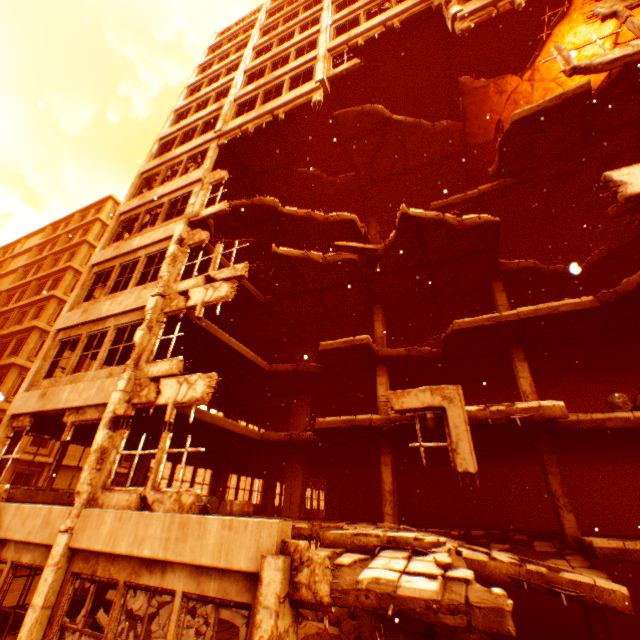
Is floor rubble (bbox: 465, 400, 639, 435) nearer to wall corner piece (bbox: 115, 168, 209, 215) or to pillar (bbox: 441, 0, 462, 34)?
wall corner piece (bbox: 115, 168, 209, 215)

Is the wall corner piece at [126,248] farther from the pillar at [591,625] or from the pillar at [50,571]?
the pillar at [591,625]

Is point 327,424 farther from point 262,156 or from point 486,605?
point 262,156

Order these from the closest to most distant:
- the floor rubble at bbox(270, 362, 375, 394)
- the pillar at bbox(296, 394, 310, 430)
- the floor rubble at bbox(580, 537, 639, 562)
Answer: Result:
1. the floor rubble at bbox(580, 537, 639, 562)
2. the floor rubble at bbox(270, 362, 375, 394)
3. the pillar at bbox(296, 394, 310, 430)

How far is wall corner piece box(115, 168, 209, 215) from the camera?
13.00m

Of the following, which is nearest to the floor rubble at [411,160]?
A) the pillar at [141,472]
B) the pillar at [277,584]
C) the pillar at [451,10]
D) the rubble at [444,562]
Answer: the pillar at [451,10]

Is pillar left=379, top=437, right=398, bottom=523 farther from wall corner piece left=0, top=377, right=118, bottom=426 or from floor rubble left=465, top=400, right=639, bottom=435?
wall corner piece left=0, top=377, right=118, bottom=426

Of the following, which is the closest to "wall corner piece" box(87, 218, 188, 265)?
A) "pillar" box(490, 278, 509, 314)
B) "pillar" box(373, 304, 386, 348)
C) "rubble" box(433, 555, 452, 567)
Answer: "rubble" box(433, 555, 452, 567)
